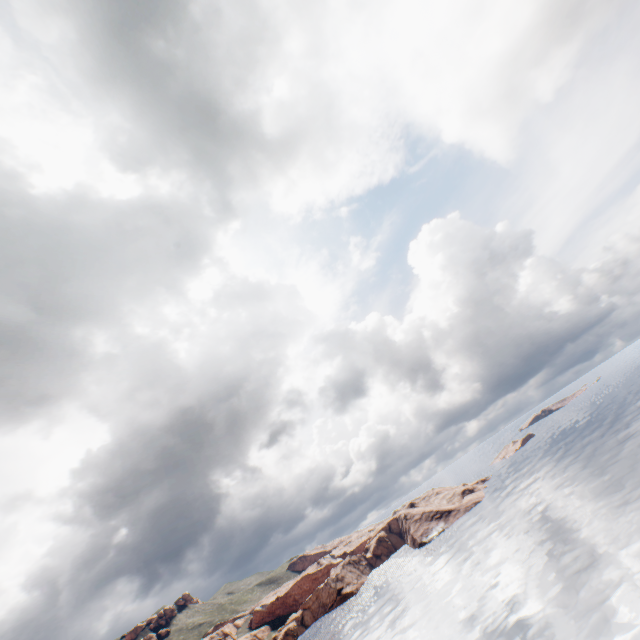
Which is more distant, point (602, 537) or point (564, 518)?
point (564, 518)
